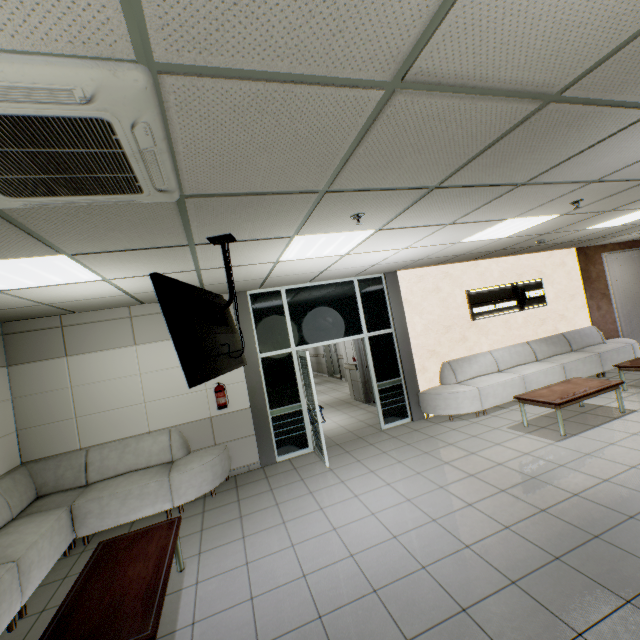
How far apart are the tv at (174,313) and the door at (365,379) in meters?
4.8 m

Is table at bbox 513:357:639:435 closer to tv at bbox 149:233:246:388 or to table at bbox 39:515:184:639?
tv at bbox 149:233:246:388

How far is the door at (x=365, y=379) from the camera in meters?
9.2

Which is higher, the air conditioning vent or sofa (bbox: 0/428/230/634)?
the air conditioning vent

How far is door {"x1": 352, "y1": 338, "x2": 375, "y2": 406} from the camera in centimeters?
923cm

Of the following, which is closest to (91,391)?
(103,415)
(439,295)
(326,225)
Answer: (103,415)

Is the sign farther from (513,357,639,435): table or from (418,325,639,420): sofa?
(513,357,639,435): table

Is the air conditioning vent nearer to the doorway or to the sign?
the doorway
